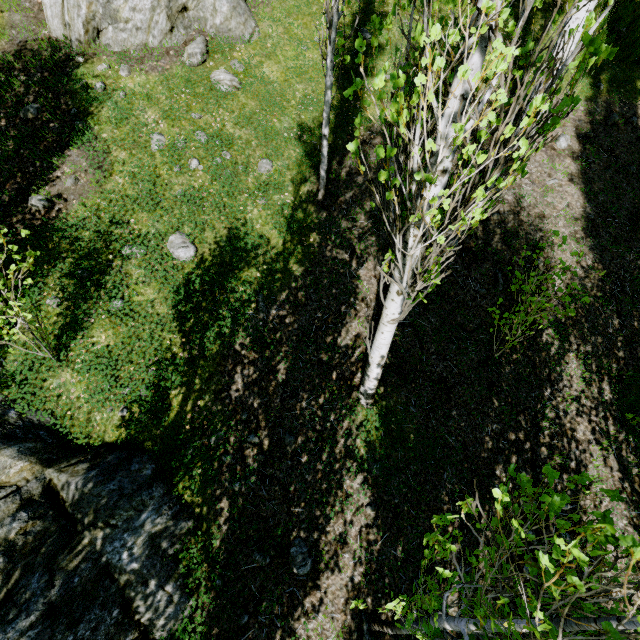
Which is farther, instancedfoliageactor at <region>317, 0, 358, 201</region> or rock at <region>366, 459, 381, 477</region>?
rock at <region>366, 459, 381, 477</region>

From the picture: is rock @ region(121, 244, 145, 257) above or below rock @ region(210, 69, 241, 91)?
below

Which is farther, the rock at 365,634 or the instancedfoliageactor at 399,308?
the rock at 365,634

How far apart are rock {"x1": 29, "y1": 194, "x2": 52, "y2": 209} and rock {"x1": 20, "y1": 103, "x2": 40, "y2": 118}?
1.52m

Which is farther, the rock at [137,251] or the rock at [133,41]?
the rock at [133,41]

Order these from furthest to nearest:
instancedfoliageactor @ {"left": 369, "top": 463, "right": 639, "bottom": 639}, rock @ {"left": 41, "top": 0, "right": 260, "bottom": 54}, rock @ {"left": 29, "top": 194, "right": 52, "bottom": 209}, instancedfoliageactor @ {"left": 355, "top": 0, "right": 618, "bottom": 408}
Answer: rock @ {"left": 41, "top": 0, "right": 260, "bottom": 54}, rock @ {"left": 29, "top": 194, "right": 52, "bottom": 209}, instancedfoliageactor @ {"left": 355, "top": 0, "right": 618, "bottom": 408}, instancedfoliageactor @ {"left": 369, "top": 463, "right": 639, "bottom": 639}

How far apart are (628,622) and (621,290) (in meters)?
6.69
